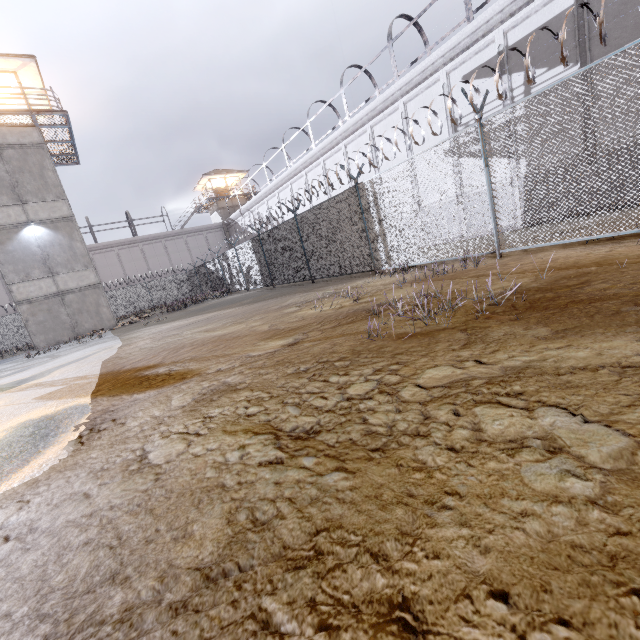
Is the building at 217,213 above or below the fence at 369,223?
above

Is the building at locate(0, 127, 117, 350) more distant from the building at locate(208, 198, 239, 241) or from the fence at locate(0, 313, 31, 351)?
the building at locate(208, 198, 239, 241)

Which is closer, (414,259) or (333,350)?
(333,350)

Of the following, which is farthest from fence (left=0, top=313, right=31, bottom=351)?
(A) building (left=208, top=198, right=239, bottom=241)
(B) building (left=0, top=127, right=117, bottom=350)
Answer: (A) building (left=208, top=198, right=239, bottom=241)

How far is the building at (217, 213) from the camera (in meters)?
41.28

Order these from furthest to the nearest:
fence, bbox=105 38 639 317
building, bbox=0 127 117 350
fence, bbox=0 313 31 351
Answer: fence, bbox=0 313 31 351
building, bbox=0 127 117 350
fence, bbox=105 38 639 317
